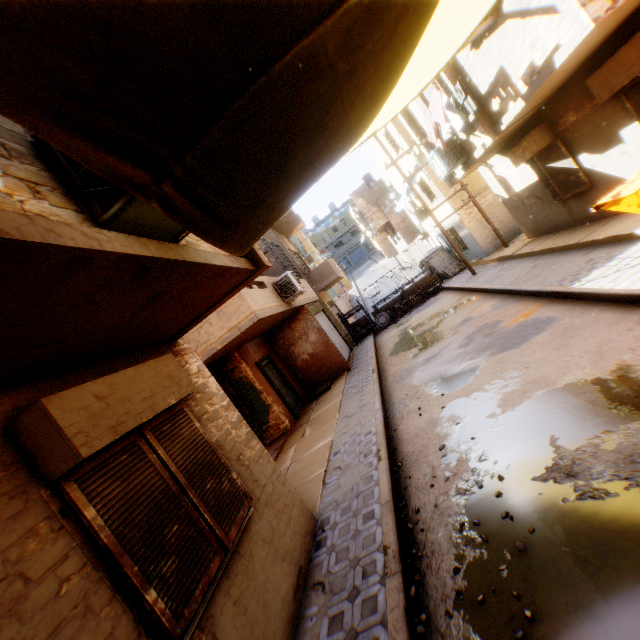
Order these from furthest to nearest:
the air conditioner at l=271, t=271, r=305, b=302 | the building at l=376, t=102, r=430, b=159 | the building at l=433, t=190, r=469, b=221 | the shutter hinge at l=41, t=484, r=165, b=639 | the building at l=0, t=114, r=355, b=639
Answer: the building at l=433, t=190, r=469, b=221, the building at l=376, t=102, r=430, b=159, the air conditioner at l=271, t=271, r=305, b=302, the shutter hinge at l=41, t=484, r=165, b=639, the building at l=0, t=114, r=355, b=639

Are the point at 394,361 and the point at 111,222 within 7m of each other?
no

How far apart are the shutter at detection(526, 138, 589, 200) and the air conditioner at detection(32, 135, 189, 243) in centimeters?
986cm

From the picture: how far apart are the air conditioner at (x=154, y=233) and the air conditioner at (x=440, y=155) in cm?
911

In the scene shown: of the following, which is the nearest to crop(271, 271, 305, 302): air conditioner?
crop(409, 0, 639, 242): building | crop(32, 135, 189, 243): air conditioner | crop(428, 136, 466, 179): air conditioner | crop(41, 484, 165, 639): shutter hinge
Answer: crop(409, 0, 639, 242): building

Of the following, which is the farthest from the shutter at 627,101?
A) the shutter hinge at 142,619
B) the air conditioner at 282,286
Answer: the shutter hinge at 142,619

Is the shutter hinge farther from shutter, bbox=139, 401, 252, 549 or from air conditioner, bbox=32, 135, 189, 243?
air conditioner, bbox=32, 135, 189, 243

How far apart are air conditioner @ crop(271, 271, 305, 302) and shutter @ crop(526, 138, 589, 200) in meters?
7.9 m
